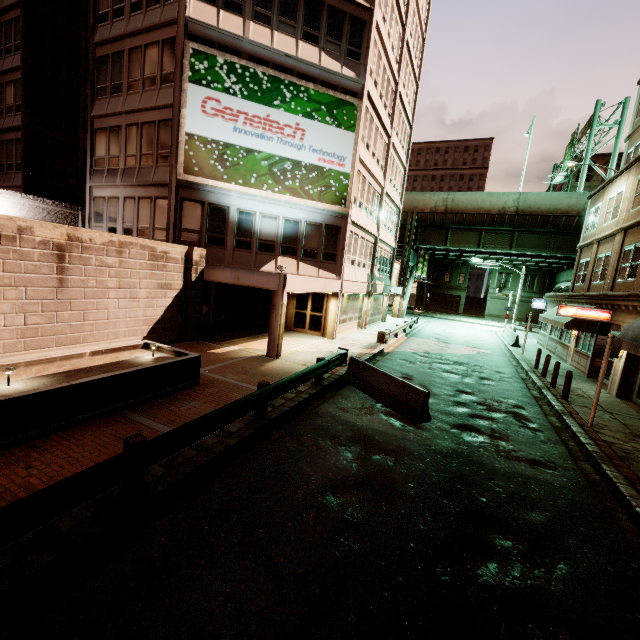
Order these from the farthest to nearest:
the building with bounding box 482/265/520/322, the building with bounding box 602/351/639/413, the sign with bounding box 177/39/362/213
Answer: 1. the building with bounding box 482/265/520/322
2. the sign with bounding box 177/39/362/213
3. the building with bounding box 602/351/639/413

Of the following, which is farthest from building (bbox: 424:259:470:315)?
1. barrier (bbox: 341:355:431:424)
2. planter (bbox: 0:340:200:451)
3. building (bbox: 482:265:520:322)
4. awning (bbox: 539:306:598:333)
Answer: planter (bbox: 0:340:200:451)

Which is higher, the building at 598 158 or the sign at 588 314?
the building at 598 158

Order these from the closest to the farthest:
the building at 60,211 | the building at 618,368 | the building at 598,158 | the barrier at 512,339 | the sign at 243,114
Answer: the building at 618,368 → the sign at 243,114 → the building at 60,211 → the barrier at 512,339 → the building at 598,158

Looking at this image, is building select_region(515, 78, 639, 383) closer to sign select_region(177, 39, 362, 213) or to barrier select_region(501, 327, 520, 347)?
barrier select_region(501, 327, 520, 347)

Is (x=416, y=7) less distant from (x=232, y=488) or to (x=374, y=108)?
(x=374, y=108)

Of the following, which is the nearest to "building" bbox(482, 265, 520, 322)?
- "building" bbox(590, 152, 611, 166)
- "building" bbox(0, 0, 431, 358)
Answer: "building" bbox(590, 152, 611, 166)

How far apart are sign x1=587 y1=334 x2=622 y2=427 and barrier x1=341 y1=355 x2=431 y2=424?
5.33m
